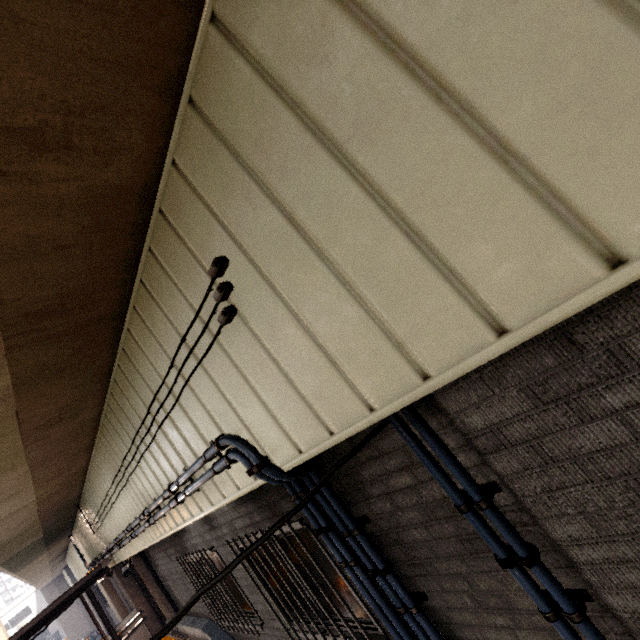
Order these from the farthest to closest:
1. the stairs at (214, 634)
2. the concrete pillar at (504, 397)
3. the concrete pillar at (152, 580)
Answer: the concrete pillar at (152, 580) < the stairs at (214, 634) < the concrete pillar at (504, 397)

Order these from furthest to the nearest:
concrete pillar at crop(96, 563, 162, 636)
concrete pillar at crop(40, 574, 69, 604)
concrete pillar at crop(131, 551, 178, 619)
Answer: concrete pillar at crop(40, 574, 69, 604) < concrete pillar at crop(96, 563, 162, 636) < concrete pillar at crop(131, 551, 178, 619)

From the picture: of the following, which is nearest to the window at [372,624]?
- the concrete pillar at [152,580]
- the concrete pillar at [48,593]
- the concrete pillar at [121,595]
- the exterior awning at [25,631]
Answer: the concrete pillar at [152,580]

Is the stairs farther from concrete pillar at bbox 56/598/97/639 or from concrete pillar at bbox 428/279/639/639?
concrete pillar at bbox 56/598/97/639

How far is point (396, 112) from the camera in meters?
1.0

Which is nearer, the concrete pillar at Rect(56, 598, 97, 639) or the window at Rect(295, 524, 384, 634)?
the window at Rect(295, 524, 384, 634)

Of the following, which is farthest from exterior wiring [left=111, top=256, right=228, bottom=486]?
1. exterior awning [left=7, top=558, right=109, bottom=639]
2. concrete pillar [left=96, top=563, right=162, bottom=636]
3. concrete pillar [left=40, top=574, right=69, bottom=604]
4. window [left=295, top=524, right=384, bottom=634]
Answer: concrete pillar [left=40, top=574, right=69, bottom=604]

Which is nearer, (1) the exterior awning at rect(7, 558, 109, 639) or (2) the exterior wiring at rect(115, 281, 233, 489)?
(2) the exterior wiring at rect(115, 281, 233, 489)
